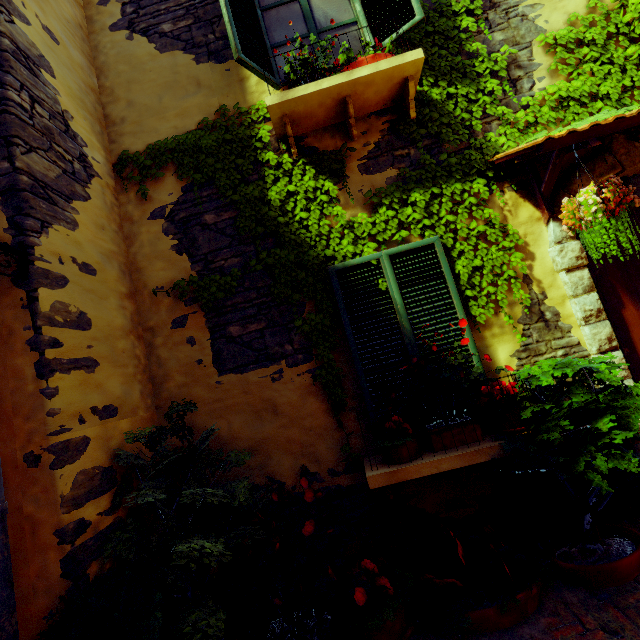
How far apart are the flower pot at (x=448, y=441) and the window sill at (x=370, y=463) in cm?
4

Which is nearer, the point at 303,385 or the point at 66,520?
the point at 66,520

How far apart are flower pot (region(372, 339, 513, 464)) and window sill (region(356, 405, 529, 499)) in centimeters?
4cm

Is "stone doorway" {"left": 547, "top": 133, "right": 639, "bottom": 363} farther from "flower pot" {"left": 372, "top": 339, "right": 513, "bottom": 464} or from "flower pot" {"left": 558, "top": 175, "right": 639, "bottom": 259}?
"flower pot" {"left": 372, "top": 339, "right": 513, "bottom": 464}

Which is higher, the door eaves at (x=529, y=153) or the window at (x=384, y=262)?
the door eaves at (x=529, y=153)

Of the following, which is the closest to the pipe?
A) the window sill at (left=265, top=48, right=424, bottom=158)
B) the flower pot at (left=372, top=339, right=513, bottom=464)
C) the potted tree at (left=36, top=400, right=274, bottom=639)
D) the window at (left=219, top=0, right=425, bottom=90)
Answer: the potted tree at (left=36, top=400, right=274, bottom=639)

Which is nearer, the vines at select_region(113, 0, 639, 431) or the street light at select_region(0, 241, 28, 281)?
the street light at select_region(0, 241, 28, 281)

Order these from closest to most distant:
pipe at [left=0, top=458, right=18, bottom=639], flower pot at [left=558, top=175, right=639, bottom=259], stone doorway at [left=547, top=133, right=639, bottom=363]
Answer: pipe at [left=0, top=458, right=18, bottom=639], flower pot at [left=558, top=175, right=639, bottom=259], stone doorway at [left=547, top=133, right=639, bottom=363]
